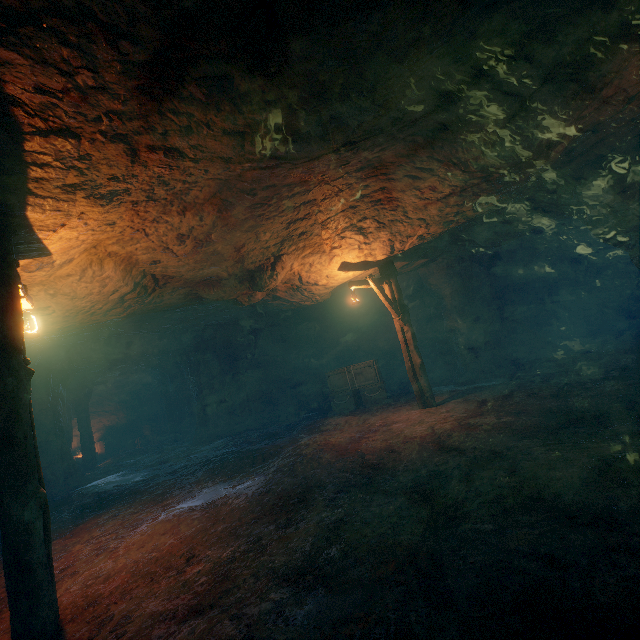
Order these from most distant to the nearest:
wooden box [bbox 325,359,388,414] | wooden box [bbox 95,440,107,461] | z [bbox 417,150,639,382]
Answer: wooden box [bbox 95,440,107,461]
wooden box [bbox 325,359,388,414]
z [bbox 417,150,639,382]

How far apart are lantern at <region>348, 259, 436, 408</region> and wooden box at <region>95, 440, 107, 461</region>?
18.20m

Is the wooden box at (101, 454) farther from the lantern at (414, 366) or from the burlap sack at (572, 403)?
the lantern at (414, 366)

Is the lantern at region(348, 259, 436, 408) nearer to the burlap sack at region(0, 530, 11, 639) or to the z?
the burlap sack at region(0, 530, 11, 639)

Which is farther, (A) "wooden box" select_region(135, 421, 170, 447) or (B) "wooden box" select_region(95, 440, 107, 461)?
(A) "wooden box" select_region(135, 421, 170, 447)

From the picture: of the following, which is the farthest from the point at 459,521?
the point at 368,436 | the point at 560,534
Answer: the point at 368,436

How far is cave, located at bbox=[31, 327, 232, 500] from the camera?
11.61m

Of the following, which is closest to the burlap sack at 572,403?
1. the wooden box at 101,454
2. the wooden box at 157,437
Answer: the wooden box at 157,437
